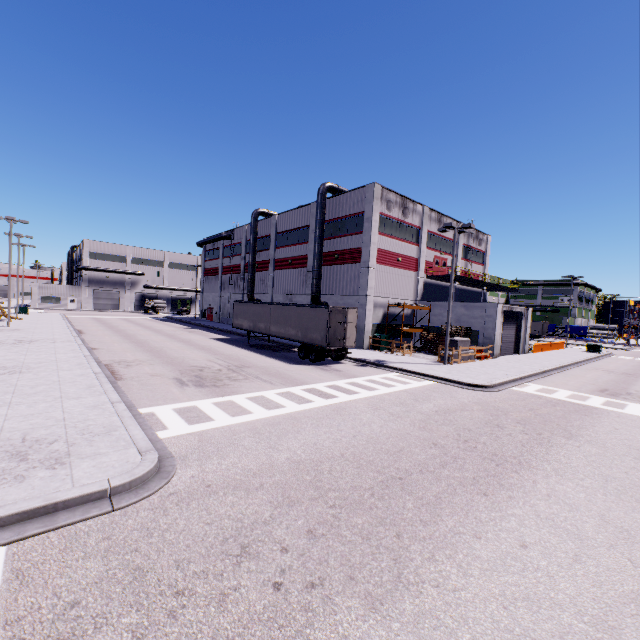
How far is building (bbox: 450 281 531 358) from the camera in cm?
2820

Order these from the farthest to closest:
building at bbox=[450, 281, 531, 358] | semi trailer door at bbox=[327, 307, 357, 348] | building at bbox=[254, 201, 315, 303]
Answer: building at bbox=[254, 201, 315, 303]
building at bbox=[450, 281, 531, 358]
semi trailer door at bbox=[327, 307, 357, 348]

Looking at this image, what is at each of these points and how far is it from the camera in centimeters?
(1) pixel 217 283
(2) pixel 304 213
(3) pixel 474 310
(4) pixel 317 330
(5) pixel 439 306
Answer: (1) building, 5447cm
(2) building, 3634cm
(3) building, 2958cm
(4) semi trailer, 2183cm
(5) building, 3222cm

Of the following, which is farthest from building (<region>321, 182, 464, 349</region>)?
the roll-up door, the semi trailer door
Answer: the semi trailer door

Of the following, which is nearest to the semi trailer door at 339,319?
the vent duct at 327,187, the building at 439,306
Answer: the building at 439,306

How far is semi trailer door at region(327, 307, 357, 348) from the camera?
21.06m

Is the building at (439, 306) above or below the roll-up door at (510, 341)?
above

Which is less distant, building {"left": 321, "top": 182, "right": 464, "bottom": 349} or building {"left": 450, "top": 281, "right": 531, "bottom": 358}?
building {"left": 450, "top": 281, "right": 531, "bottom": 358}
